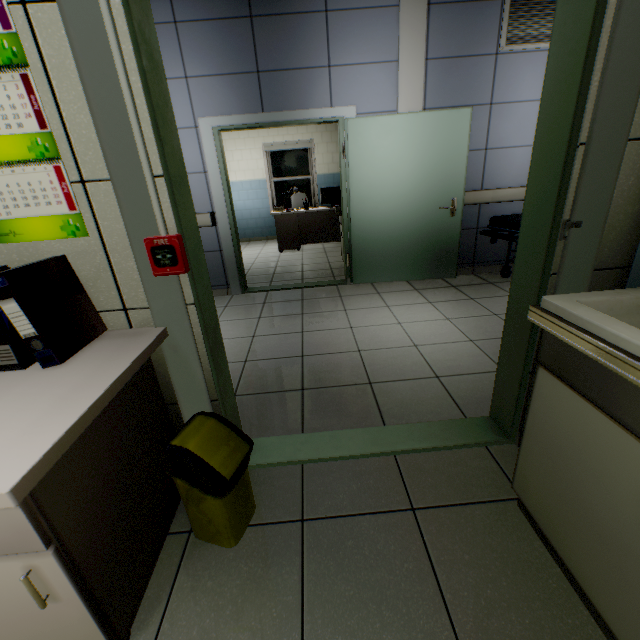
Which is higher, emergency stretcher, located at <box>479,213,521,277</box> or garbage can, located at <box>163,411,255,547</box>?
emergency stretcher, located at <box>479,213,521,277</box>

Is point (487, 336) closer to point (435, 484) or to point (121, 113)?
point (435, 484)

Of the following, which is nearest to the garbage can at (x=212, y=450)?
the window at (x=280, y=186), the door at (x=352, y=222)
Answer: the door at (x=352, y=222)

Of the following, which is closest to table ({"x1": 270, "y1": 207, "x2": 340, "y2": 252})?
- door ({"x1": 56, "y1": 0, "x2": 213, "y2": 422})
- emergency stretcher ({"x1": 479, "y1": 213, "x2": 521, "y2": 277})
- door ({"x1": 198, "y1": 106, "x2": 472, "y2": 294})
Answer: door ({"x1": 198, "y1": 106, "x2": 472, "y2": 294})

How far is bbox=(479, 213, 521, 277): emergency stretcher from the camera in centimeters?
368cm

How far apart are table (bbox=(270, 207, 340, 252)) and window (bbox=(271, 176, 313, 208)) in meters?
1.5

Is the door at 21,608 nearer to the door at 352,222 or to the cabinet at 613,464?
the cabinet at 613,464

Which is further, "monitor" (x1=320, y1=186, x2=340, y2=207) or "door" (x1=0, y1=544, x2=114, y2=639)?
"monitor" (x1=320, y1=186, x2=340, y2=207)
